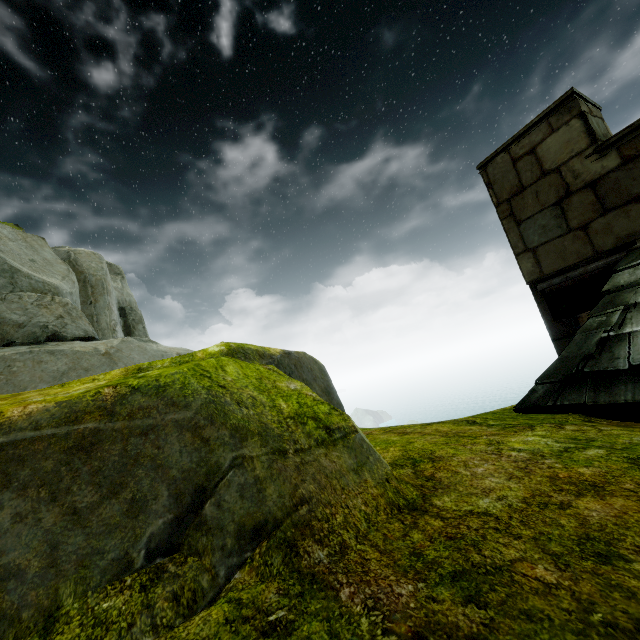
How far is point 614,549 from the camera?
1.0m
